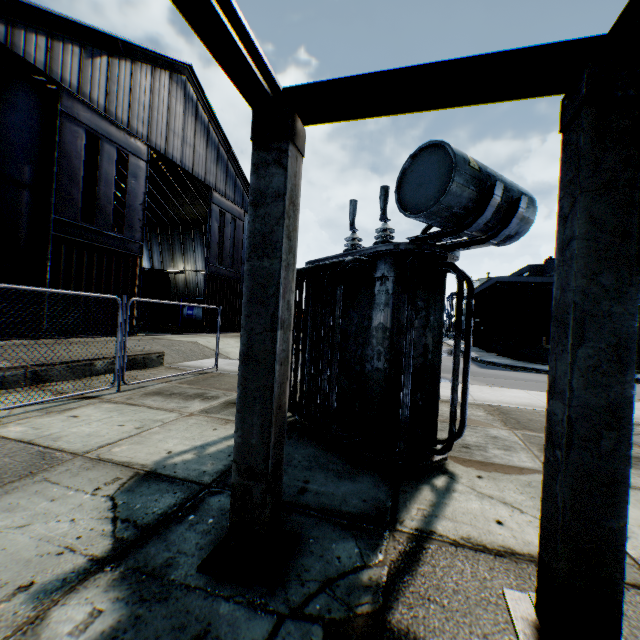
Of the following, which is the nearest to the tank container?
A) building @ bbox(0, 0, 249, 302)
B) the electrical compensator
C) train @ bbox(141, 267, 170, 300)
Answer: building @ bbox(0, 0, 249, 302)

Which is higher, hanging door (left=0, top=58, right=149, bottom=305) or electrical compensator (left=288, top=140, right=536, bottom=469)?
hanging door (left=0, top=58, right=149, bottom=305)

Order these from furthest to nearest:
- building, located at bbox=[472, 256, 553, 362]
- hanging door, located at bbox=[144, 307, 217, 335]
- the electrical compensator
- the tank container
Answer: the tank container < building, located at bbox=[472, 256, 553, 362] < hanging door, located at bbox=[144, 307, 217, 335] < the electrical compensator

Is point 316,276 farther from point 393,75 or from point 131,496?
point 131,496

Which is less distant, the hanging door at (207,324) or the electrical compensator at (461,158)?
the electrical compensator at (461,158)

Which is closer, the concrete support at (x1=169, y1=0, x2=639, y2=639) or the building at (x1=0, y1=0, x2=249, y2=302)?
the concrete support at (x1=169, y1=0, x2=639, y2=639)

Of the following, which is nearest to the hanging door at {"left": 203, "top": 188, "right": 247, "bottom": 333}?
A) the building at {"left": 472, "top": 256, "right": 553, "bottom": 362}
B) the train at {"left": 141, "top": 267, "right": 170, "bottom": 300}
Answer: the train at {"left": 141, "top": 267, "right": 170, "bottom": 300}

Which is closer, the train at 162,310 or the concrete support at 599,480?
the concrete support at 599,480
